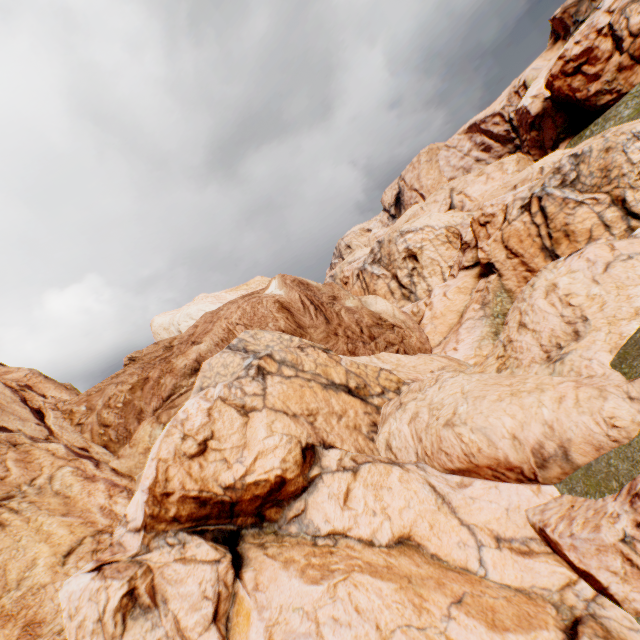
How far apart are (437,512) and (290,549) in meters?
3.8 m
